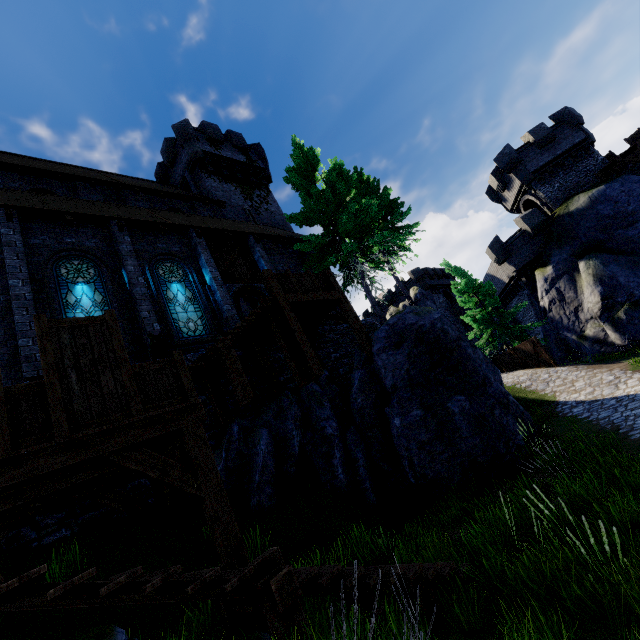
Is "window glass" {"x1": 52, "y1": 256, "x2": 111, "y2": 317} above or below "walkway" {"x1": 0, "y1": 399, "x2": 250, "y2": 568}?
above

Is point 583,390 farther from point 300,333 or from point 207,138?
point 207,138

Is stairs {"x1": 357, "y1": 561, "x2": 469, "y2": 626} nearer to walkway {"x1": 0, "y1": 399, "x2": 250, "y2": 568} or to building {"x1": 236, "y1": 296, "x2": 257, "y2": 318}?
walkway {"x1": 0, "y1": 399, "x2": 250, "y2": 568}

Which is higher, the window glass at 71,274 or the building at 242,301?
the building at 242,301

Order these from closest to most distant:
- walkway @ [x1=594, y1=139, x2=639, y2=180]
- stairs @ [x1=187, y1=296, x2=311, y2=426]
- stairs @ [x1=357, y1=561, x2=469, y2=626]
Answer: stairs @ [x1=357, y1=561, x2=469, y2=626], stairs @ [x1=187, y1=296, x2=311, y2=426], walkway @ [x1=594, y1=139, x2=639, y2=180]

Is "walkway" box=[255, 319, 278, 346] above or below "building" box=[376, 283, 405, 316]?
below

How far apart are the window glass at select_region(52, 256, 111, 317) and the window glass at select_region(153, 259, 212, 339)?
1.53m

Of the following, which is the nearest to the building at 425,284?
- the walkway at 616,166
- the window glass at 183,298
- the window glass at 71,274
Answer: the walkway at 616,166
